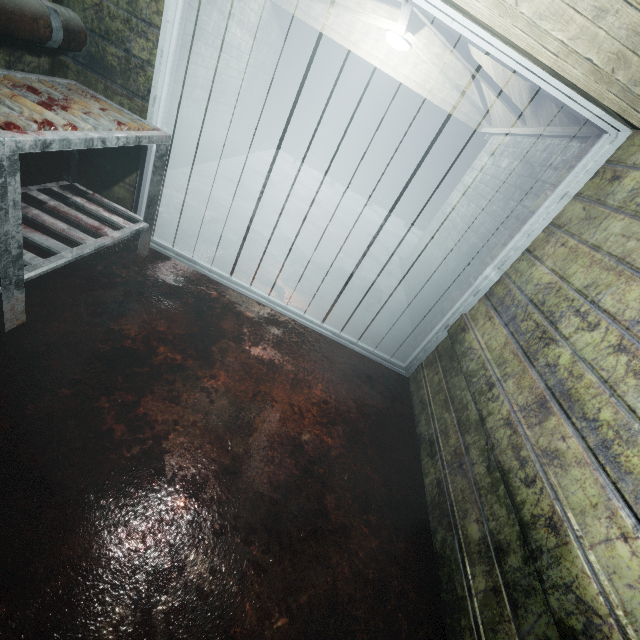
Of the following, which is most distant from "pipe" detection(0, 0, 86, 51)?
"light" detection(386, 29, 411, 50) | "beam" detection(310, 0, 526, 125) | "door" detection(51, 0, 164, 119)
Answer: "light" detection(386, 29, 411, 50)

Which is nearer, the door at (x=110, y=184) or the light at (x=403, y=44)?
the door at (x=110, y=184)

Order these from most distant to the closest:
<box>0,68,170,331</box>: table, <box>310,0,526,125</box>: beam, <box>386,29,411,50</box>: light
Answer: <box>386,29,411,50</box>: light, <box>310,0,526,125</box>: beam, <box>0,68,170,331</box>: table

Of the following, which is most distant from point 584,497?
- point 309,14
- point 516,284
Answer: point 309,14

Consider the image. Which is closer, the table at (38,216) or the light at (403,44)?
the table at (38,216)

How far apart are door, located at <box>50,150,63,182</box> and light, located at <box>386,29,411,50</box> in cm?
270

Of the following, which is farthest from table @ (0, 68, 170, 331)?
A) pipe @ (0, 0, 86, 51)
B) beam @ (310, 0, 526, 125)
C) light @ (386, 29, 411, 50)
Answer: light @ (386, 29, 411, 50)
